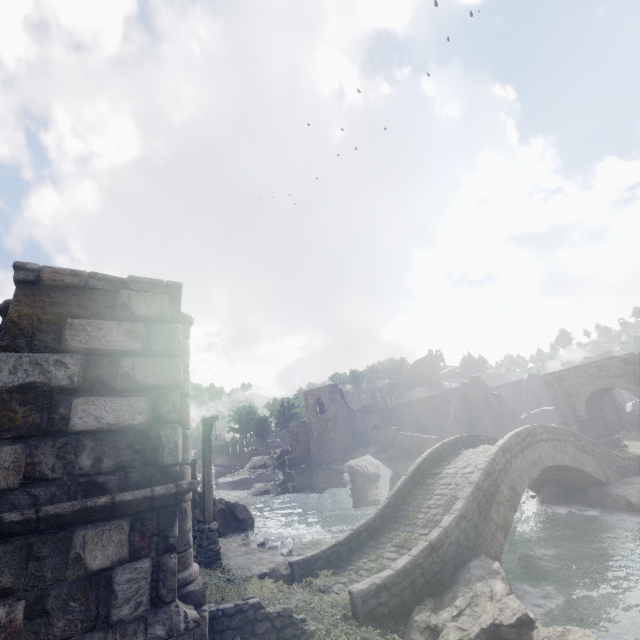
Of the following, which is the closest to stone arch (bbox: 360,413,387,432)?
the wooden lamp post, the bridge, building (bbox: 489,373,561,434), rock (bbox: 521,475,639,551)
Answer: building (bbox: 489,373,561,434)

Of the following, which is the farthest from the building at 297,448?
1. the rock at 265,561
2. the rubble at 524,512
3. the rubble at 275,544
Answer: the rubble at 524,512

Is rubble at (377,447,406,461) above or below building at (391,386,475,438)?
below

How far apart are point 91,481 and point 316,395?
48.6m

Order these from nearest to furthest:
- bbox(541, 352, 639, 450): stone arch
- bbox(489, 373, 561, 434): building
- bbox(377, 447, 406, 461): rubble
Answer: bbox(541, 352, 639, 450): stone arch
bbox(489, 373, 561, 434): building
bbox(377, 447, 406, 461): rubble

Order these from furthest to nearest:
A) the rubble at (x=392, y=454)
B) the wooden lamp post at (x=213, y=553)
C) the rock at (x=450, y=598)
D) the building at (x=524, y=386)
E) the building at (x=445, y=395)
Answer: the building at (x=445, y=395), the rubble at (x=392, y=454), the building at (x=524, y=386), the wooden lamp post at (x=213, y=553), the rock at (x=450, y=598)

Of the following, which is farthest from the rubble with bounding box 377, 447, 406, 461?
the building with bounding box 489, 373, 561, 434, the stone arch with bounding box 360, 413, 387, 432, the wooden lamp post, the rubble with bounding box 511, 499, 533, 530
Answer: the wooden lamp post

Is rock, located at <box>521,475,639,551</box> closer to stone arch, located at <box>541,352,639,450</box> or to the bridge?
the bridge
